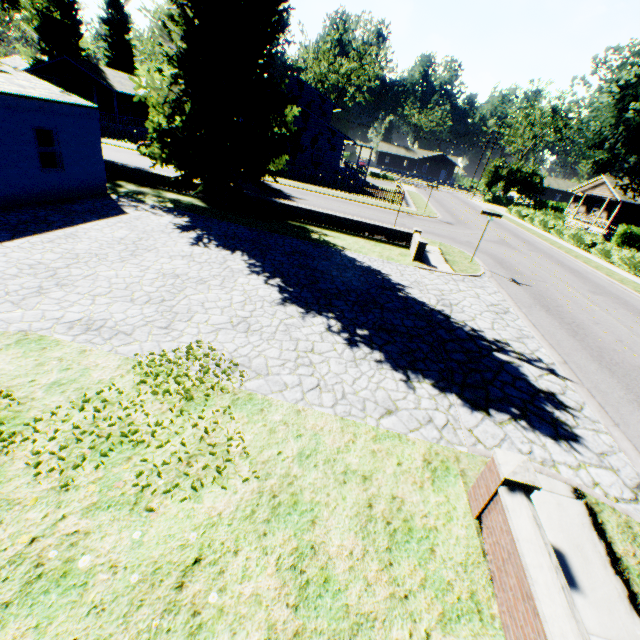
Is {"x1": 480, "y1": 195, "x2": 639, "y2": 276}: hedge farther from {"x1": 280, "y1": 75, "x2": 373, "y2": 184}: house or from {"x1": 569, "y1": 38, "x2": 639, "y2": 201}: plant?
Answer: {"x1": 280, "y1": 75, "x2": 373, "y2": 184}: house

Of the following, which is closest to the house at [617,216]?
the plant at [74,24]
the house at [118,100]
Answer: the plant at [74,24]

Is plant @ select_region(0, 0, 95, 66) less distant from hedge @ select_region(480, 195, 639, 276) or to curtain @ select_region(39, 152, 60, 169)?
hedge @ select_region(480, 195, 639, 276)

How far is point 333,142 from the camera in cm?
3475

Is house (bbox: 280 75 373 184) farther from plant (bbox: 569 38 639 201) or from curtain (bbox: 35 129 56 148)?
curtain (bbox: 35 129 56 148)

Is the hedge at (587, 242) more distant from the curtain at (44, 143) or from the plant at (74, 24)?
the curtain at (44, 143)

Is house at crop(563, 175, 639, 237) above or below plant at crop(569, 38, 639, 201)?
below

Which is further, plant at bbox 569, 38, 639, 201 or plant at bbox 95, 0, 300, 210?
plant at bbox 569, 38, 639, 201
